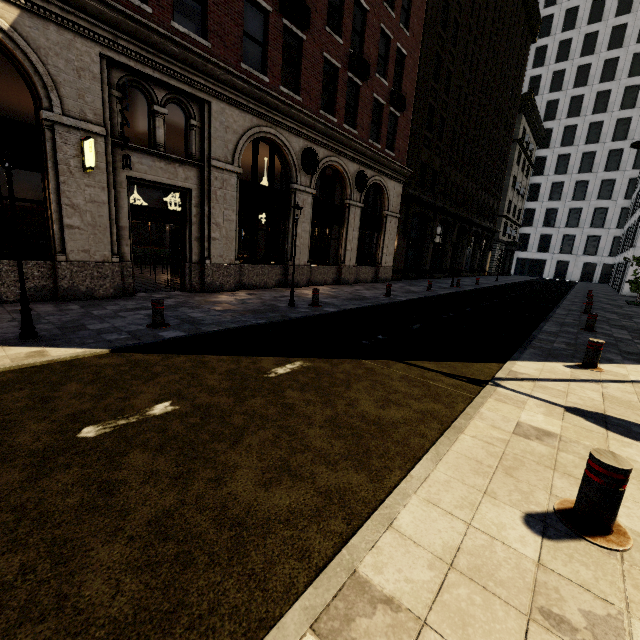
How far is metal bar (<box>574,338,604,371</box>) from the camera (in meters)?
5.99

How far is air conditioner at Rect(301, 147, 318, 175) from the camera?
13.1 meters

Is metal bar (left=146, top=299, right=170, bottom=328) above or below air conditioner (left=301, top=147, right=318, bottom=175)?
below

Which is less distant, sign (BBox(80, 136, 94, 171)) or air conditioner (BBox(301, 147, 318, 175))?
sign (BBox(80, 136, 94, 171))

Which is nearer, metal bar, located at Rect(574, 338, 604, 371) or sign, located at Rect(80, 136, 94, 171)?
metal bar, located at Rect(574, 338, 604, 371)

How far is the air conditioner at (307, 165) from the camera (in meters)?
13.09

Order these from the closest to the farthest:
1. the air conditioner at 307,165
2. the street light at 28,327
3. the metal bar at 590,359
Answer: the street light at 28,327 → the metal bar at 590,359 → the air conditioner at 307,165

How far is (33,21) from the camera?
6.8m
